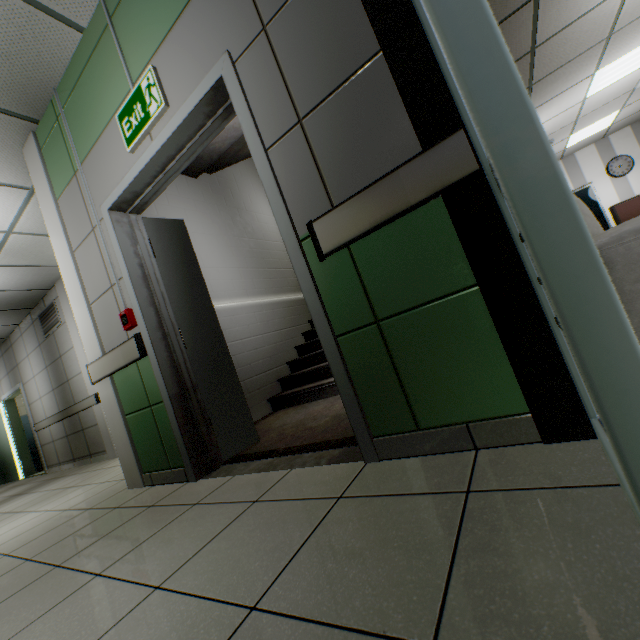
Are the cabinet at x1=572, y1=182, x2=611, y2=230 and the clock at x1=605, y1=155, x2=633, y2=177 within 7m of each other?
yes

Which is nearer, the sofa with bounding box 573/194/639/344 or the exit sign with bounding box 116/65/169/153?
the sofa with bounding box 573/194/639/344

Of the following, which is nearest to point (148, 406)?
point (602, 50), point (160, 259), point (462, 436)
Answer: point (160, 259)

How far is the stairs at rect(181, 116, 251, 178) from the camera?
3.84m

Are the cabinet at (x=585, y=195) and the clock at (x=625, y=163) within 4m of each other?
yes

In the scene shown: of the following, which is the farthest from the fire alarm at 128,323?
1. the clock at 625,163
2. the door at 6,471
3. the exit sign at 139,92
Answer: the clock at 625,163

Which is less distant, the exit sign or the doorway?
the doorway

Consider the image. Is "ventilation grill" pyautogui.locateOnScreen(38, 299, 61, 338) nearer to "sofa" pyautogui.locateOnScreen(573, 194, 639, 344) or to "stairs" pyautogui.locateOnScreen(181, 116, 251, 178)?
"stairs" pyautogui.locateOnScreen(181, 116, 251, 178)
